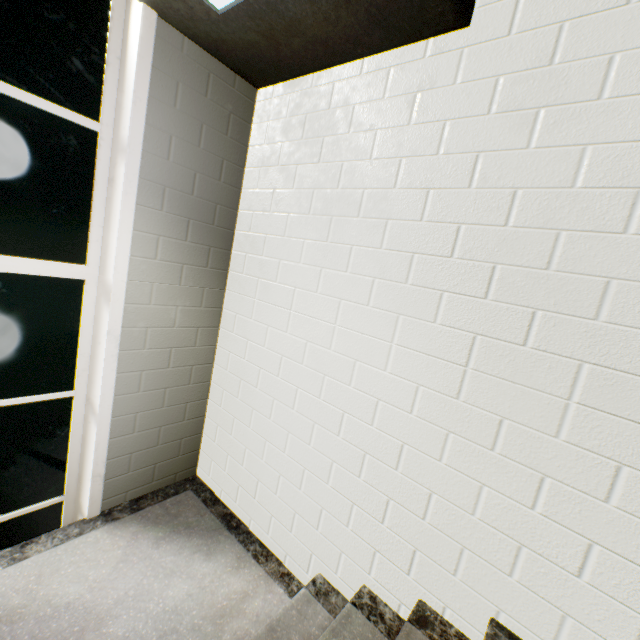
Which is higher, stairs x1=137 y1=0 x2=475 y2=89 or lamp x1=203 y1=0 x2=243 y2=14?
stairs x1=137 y1=0 x2=475 y2=89

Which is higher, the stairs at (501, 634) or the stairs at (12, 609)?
the stairs at (501, 634)

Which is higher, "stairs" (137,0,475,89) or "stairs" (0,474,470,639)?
"stairs" (137,0,475,89)

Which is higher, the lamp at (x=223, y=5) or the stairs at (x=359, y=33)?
the stairs at (x=359, y=33)

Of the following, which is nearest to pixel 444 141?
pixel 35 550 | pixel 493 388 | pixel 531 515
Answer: pixel 493 388
